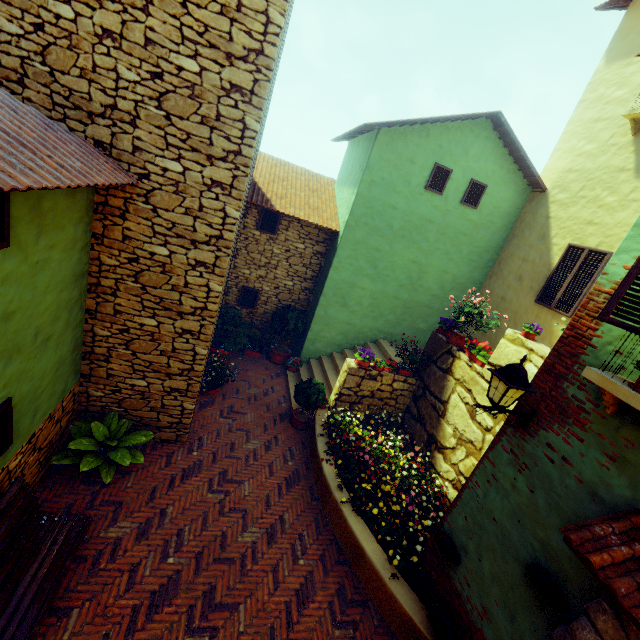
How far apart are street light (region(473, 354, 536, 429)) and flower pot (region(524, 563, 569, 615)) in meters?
1.4

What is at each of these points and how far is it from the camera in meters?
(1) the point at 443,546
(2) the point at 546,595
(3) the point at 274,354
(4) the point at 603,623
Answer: (1) flower pot, 4.5 m
(2) flower pot, 3.2 m
(3) potted tree, 10.6 m
(4) stone doorway, 2.8 m

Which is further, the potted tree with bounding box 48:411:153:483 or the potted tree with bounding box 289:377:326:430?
the potted tree with bounding box 289:377:326:430

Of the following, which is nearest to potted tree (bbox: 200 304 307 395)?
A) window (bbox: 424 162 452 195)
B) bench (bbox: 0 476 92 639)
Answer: bench (bbox: 0 476 92 639)

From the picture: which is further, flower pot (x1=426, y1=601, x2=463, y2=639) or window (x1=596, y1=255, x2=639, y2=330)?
flower pot (x1=426, y1=601, x2=463, y2=639)

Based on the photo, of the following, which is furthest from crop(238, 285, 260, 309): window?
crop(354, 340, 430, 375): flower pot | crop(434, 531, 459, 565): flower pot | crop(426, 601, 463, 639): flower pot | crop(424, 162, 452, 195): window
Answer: crop(426, 601, 463, 639): flower pot

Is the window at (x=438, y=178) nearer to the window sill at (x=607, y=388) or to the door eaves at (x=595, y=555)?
the window sill at (x=607, y=388)

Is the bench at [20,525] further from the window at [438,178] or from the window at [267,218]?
the window at [267,218]
